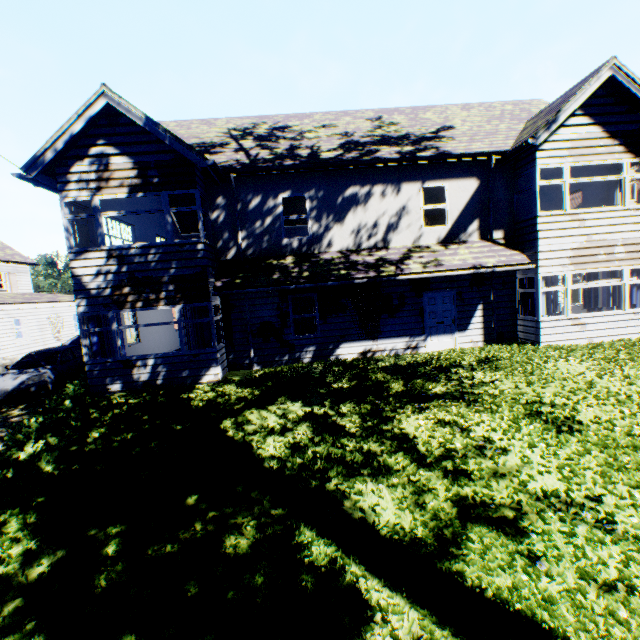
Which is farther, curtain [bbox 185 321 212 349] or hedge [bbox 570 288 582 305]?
hedge [bbox 570 288 582 305]

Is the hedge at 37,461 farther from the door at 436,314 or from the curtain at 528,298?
the curtain at 528,298

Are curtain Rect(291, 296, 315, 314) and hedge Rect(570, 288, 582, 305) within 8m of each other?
no

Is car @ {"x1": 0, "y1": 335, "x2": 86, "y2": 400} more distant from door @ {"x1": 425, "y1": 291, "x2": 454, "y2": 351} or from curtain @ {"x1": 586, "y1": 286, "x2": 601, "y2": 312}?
curtain @ {"x1": 586, "y1": 286, "x2": 601, "y2": 312}

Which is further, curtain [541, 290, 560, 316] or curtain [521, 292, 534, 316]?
curtain [521, 292, 534, 316]

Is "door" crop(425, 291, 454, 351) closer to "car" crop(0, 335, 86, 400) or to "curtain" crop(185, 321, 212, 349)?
"curtain" crop(185, 321, 212, 349)

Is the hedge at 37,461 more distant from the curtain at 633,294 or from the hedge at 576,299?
the hedge at 576,299

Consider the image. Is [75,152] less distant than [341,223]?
Yes
